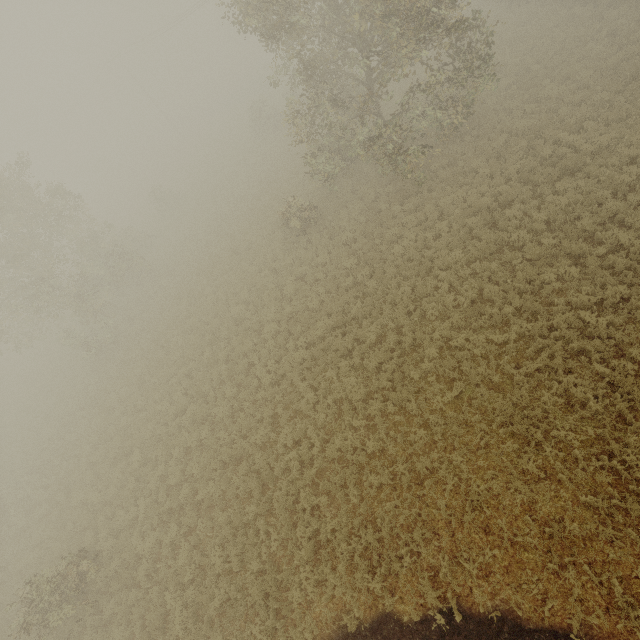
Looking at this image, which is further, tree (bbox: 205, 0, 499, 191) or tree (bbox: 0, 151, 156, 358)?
tree (bbox: 0, 151, 156, 358)

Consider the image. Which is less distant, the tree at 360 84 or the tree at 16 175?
the tree at 360 84

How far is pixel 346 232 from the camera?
17.7m
